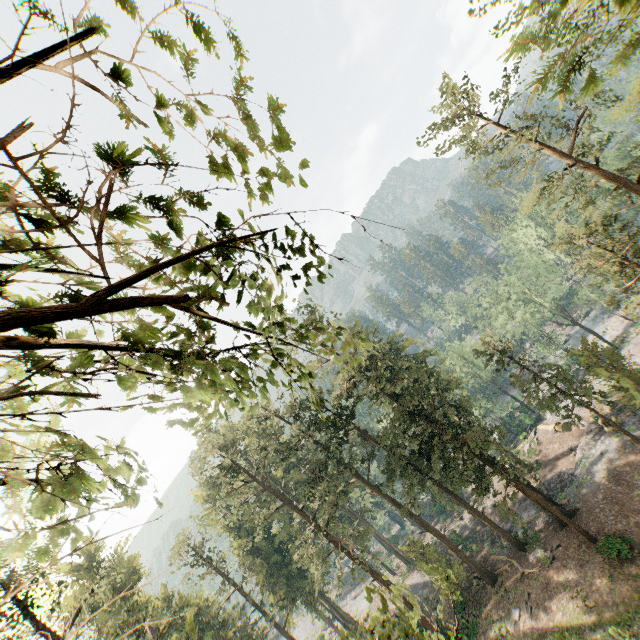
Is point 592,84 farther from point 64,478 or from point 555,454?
point 555,454

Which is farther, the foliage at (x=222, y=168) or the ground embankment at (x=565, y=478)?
the ground embankment at (x=565, y=478)

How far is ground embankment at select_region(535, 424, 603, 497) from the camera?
34.22m

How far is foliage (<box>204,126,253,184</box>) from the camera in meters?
2.1

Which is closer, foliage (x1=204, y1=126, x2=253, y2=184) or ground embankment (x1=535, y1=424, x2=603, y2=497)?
foliage (x1=204, y1=126, x2=253, y2=184)

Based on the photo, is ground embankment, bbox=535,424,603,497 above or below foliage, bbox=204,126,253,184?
below
